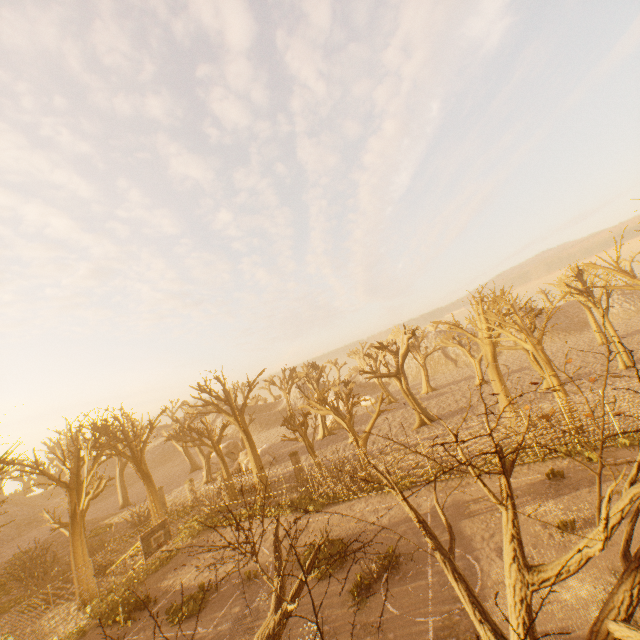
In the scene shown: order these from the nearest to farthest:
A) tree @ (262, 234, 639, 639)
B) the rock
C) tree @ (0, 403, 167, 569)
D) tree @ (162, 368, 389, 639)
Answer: tree @ (262, 234, 639, 639), tree @ (162, 368, 389, 639), tree @ (0, 403, 167, 569), the rock

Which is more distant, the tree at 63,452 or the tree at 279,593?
the tree at 63,452

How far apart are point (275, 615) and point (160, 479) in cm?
5839

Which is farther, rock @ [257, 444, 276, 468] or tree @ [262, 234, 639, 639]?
rock @ [257, 444, 276, 468]

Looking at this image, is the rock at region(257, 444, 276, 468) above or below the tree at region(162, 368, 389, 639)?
below
